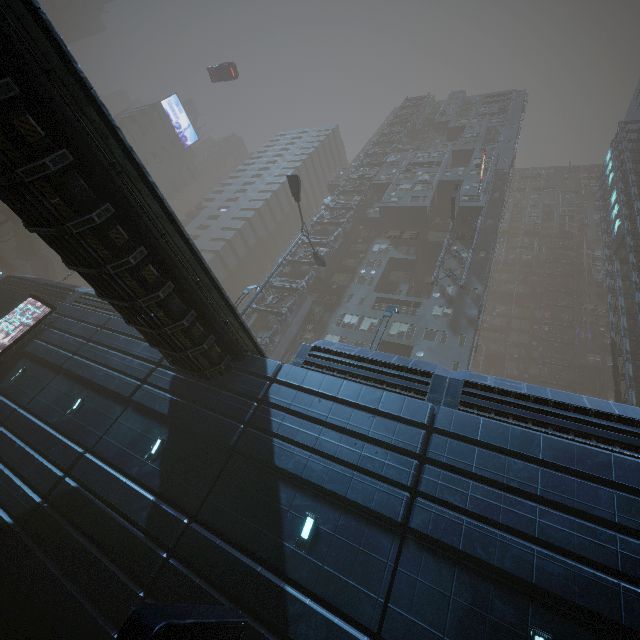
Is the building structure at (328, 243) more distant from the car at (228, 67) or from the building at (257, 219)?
the car at (228, 67)

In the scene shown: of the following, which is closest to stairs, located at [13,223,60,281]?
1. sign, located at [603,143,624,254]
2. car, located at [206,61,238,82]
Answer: car, located at [206,61,238,82]

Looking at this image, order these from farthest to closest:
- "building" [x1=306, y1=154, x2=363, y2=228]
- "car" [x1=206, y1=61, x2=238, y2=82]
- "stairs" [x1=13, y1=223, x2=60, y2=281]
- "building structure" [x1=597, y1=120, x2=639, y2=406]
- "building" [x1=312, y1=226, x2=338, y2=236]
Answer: "building" [x1=306, y1=154, x2=363, y2=228], "stairs" [x1=13, y1=223, x2=60, y2=281], "building" [x1=312, y1=226, x2=338, y2=236], "car" [x1=206, y1=61, x2=238, y2=82], "building structure" [x1=597, y1=120, x2=639, y2=406]

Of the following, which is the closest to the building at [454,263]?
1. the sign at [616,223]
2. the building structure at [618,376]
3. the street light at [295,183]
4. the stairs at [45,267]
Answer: the building structure at [618,376]

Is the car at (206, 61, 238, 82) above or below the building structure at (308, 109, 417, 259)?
above

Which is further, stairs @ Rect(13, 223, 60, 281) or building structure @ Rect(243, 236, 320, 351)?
stairs @ Rect(13, 223, 60, 281)

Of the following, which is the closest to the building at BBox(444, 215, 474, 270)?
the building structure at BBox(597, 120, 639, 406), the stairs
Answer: the building structure at BBox(597, 120, 639, 406)

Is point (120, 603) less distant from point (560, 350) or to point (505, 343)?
point (505, 343)
